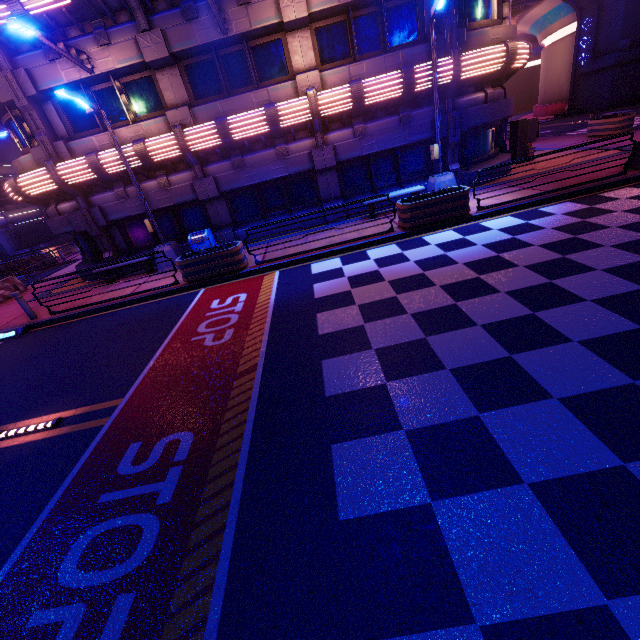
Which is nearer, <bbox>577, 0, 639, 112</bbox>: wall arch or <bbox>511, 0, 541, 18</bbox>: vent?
<bbox>577, 0, 639, 112</bbox>: wall arch

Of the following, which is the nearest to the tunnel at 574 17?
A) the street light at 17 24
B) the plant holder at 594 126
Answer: the plant holder at 594 126

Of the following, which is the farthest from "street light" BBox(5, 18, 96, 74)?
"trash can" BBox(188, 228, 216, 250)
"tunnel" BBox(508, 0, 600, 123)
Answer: "tunnel" BBox(508, 0, 600, 123)

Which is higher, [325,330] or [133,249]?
[133,249]

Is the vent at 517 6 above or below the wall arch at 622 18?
above

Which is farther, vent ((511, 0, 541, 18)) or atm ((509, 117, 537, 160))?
vent ((511, 0, 541, 18))

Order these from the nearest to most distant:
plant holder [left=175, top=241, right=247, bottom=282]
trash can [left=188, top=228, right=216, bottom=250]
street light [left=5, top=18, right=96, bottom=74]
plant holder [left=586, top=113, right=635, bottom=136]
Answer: street light [left=5, top=18, right=96, bottom=74] < plant holder [left=175, top=241, right=247, bottom=282] < trash can [left=188, top=228, right=216, bottom=250] < plant holder [left=586, top=113, right=635, bottom=136]

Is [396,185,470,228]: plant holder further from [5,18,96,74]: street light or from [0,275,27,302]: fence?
[0,275,27,302]: fence
